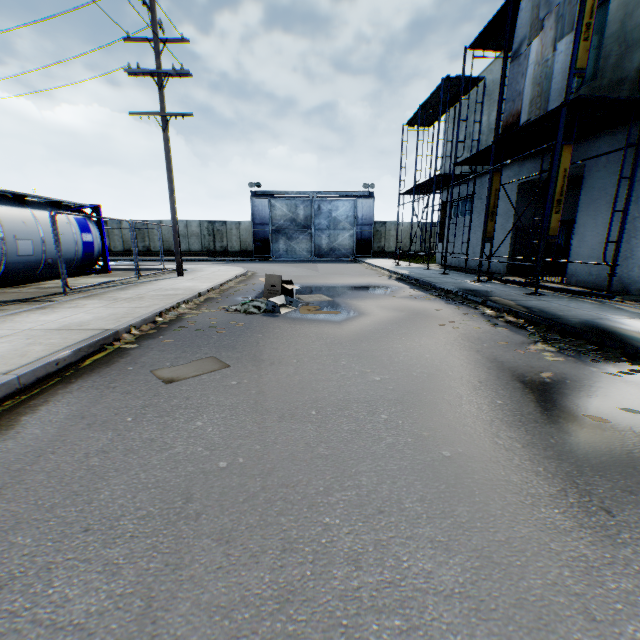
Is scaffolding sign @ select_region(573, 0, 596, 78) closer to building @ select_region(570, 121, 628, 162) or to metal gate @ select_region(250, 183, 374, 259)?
building @ select_region(570, 121, 628, 162)

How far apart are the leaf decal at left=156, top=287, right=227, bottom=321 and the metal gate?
23.4m

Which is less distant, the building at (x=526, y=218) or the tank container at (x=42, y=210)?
the tank container at (x=42, y=210)

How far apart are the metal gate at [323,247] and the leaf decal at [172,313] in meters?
23.4

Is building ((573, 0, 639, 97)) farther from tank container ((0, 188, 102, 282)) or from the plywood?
tank container ((0, 188, 102, 282))

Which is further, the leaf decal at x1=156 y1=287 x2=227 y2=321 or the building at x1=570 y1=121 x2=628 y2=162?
the building at x1=570 y1=121 x2=628 y2=162

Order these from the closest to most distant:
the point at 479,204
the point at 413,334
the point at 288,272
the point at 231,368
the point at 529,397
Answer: the point at 529,397
the point at 231,368
the point at 413,334
the point at 479,204
the point at 288,272

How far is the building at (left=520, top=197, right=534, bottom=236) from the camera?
13.8 meters
